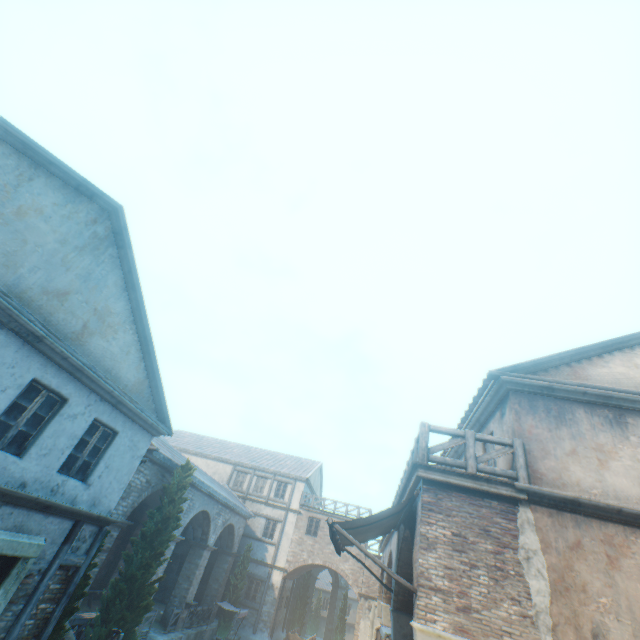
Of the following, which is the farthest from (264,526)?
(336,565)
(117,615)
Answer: (117,615)

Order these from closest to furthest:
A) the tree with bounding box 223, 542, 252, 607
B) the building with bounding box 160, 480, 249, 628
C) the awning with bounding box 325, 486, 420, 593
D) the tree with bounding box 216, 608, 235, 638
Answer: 1. the awning with bounding box 325, 486, 420, 593
2. the building with bounding box 160, 480, 249, 628
3. the tree with bounding box 216, 608, 235, 638
4. the tree with bounding box 223, 542, 252, 607

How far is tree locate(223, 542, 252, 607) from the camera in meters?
22.0 m

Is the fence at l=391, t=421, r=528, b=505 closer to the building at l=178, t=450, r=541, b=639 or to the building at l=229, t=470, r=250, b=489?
the building at l=178, t=450, r=541, b=639

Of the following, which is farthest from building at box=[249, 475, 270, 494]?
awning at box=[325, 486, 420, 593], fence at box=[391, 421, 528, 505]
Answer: awning at box=[325, 486, 420, 593]

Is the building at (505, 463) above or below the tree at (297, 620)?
above

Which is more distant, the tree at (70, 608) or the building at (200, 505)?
the building at (200, 505)

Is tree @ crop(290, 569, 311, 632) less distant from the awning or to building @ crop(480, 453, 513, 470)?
building @ crop(480, 453, 513, 470)
